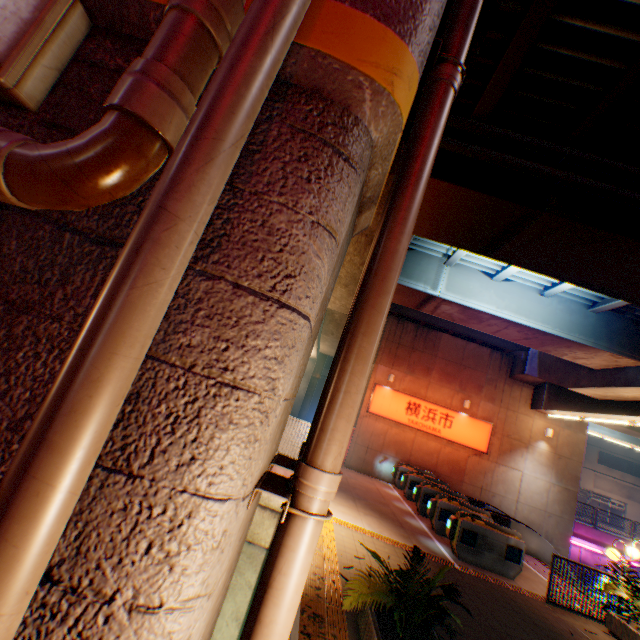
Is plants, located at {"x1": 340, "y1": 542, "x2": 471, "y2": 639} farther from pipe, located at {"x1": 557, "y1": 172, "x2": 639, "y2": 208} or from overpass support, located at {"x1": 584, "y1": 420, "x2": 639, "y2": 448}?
pipe, located at {"x1": 557, "y1": 172, "x2": 639, "y2": 208}

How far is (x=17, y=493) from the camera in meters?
0.8

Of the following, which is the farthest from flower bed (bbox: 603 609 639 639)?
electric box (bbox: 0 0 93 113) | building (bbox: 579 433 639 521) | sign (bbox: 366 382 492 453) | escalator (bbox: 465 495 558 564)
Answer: building (bbox: 579 433 639 521)

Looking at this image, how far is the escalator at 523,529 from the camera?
12.5m

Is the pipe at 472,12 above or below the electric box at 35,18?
above

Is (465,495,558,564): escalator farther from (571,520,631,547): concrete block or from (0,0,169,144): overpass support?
(571,520,631,547): concrete block

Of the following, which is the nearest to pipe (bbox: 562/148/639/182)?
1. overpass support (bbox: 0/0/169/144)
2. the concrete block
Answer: overpass support (bbox: 0/0/169/144)

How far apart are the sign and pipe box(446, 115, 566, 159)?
13.6m
